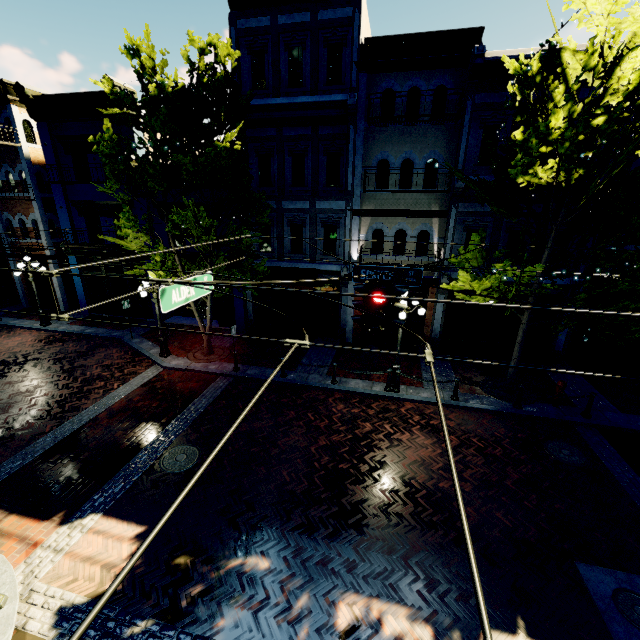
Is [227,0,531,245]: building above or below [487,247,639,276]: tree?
above

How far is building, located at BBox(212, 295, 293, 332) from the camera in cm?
1664

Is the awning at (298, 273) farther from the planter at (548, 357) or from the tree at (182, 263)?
the planter at (548, 357)

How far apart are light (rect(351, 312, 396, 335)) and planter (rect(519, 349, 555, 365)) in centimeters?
1056cm

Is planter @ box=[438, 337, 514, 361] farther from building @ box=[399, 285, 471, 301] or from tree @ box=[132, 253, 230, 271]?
tree @ box=[132, 253, 230, 271]

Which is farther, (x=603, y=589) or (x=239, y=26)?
(x=239, y=26)

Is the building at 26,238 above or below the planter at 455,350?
above

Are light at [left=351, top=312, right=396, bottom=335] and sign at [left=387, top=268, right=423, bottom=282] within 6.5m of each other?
yes
